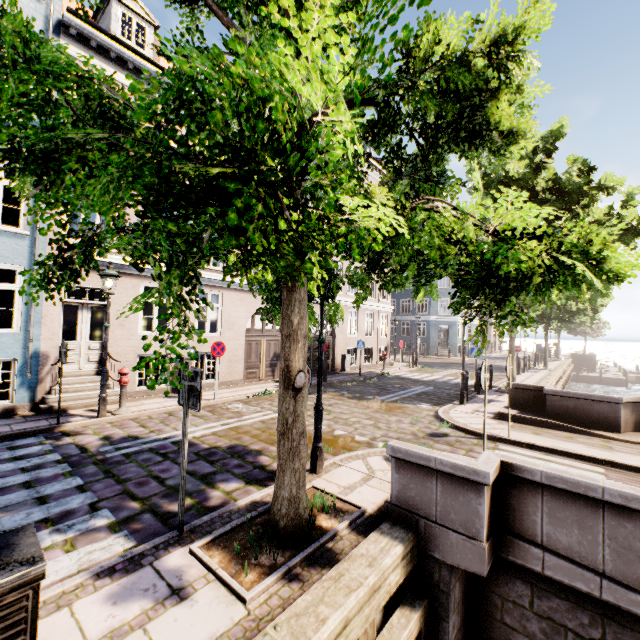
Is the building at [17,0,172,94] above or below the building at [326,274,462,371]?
above

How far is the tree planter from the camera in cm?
301

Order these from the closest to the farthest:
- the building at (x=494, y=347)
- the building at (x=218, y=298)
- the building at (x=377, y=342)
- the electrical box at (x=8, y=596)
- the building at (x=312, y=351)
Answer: the electrical box at (x=8, y=596)
the building at (x=218, y=298)
the building at (x=312, y=351)
the building at (x=377, y=342)
the building at (x=494, y=347)

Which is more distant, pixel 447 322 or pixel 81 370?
pixel 447 322

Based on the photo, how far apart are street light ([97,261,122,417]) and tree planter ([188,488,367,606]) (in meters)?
6.15

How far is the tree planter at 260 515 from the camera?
3.0m

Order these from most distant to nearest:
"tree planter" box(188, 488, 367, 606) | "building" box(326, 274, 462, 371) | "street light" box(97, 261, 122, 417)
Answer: "building" box(326, 274, 462, 371)
"street light" box(97, 261, 122, 417)
"tree planter" box(188, 488, 367, 606)

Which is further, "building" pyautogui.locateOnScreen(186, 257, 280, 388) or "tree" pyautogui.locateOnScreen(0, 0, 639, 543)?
A: "building" pyautogui.locateOnScreen(186, 257, 280, 388)
